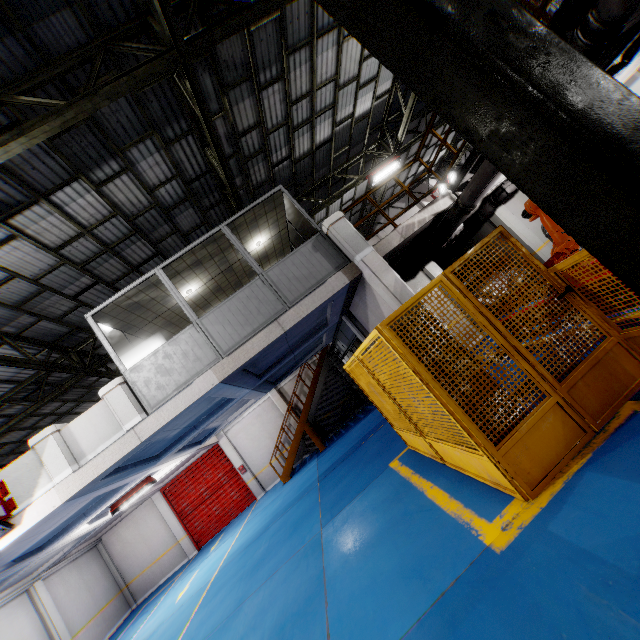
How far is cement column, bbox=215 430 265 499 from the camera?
17.5 meters

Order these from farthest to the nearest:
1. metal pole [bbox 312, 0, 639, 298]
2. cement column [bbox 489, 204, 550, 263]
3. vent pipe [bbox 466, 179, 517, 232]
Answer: cement column [bbox 489, 204, 550, 263]
vent pipe [bbox 466, 179, 517, 232]
metal pole [bbox 312, 0, 639, 298]

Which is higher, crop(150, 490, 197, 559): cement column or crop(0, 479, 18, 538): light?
crop(0, 479, 18, 538): light

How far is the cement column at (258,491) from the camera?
17.5 meters

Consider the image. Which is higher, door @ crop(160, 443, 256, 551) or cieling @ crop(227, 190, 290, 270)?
cieling @ crop(227, 190, 290, 270)

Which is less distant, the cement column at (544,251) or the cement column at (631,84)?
the cement column at (631,84)

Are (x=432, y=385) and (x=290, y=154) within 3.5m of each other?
no

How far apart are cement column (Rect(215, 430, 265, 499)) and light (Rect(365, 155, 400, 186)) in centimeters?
1507cm
